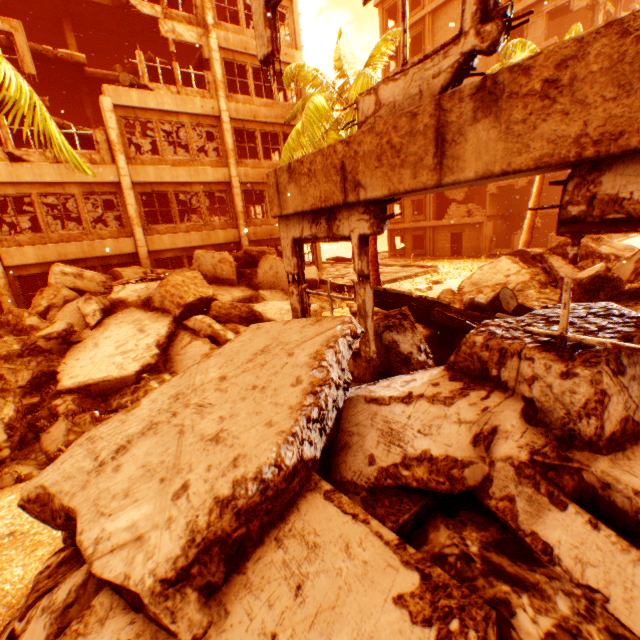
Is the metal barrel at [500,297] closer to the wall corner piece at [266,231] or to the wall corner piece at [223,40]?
the wall corner piece at [266,231]

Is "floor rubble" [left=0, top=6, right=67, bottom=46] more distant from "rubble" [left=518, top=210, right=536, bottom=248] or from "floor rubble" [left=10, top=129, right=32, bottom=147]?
"rubble" [left=518, top=210, right=536, bottom=248]

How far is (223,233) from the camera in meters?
16.8

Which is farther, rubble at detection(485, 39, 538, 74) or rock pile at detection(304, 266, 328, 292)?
rock pile at detection(304, 266, 328, 292)

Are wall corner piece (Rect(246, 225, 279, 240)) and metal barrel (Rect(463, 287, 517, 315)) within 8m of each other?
no

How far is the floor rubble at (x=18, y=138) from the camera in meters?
15.3 m

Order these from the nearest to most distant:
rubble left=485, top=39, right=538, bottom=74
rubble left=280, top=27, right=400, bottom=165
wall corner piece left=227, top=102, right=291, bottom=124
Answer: rubble left=280, top=27, right=400, bottom=165 < rubble left=485, top=39, right=538, bottom=74 < wall corner piece left=227, top=102, right=291, bottom=124
